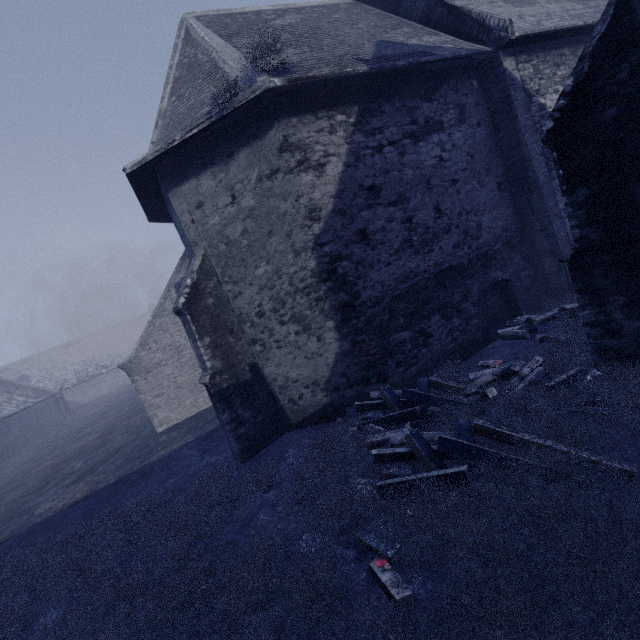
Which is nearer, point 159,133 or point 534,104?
point 159,133
